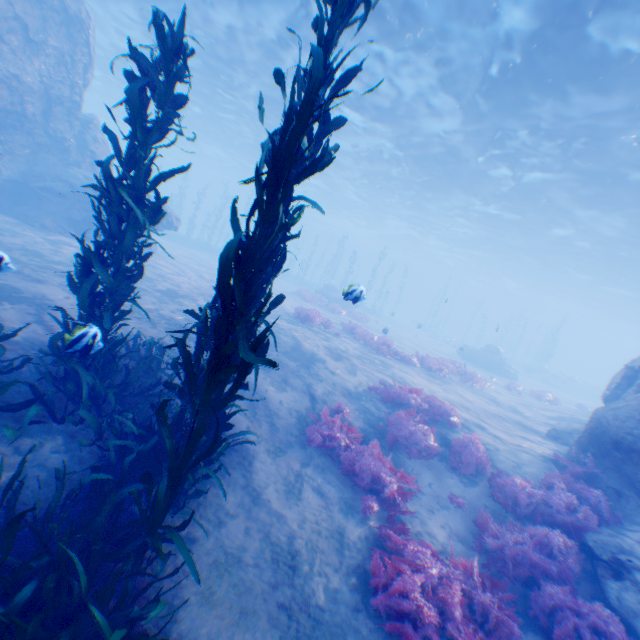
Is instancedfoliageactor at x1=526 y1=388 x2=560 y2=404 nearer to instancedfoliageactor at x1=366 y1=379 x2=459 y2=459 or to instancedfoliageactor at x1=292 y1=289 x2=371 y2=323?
instancedfoliageactor at x1=292 y1=289 x2=371 y2=323

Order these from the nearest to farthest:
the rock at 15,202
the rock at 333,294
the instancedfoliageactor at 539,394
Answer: the rock at 15,202 < the instancedfoliageactor at 539,394 < the rock at 333,294

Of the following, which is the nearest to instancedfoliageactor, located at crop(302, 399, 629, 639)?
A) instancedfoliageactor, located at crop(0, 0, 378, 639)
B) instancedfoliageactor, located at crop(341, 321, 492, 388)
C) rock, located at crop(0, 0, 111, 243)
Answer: rock, located at crop(0, 0, 111, 243)

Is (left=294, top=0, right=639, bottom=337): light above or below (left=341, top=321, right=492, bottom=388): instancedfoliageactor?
above

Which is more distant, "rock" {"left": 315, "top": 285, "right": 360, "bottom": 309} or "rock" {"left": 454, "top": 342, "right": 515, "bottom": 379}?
"rock" {"left": 315, "top": 285, "right": 360, "bottom": 309}

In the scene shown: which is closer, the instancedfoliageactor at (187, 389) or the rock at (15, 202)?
the instancedfoliageactor at (187, 389)

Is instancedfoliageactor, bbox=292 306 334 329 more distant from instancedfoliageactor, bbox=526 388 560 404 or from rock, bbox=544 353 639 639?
instancedfoliageactor, bbox=526 388 560 404

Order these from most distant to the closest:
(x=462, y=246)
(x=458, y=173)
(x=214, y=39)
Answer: (x=462, y=246), (x=458, y=173), (x=214, y=39)
